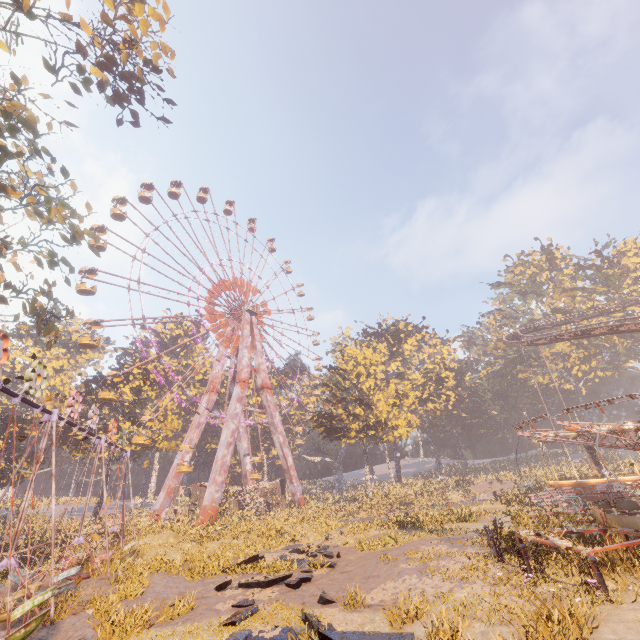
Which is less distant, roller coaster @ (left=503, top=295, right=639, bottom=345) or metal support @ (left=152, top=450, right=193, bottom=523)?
roller coaster @ (left=503, top=295, right=639, bottom=345)

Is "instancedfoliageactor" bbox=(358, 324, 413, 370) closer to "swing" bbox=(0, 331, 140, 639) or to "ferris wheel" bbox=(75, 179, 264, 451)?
"ferris wheel" bbox=(75, 179, 264, 451)

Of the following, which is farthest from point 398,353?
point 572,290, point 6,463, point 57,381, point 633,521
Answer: point 57,381

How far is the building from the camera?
35.8m

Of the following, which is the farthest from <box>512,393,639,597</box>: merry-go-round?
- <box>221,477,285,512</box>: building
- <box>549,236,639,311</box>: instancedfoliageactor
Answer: <box>549,236,639,311</box>: instancedfoliageactor

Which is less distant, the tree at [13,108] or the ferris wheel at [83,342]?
the tree at [13,108]

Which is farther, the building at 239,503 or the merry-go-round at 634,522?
the building at 239,503

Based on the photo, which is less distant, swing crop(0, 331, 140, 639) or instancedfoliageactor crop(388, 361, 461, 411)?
swing crop(0, 331, 140, 639)
